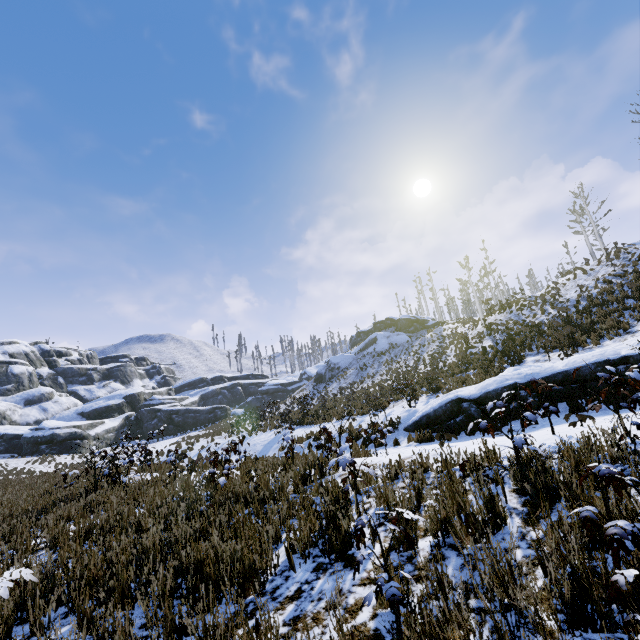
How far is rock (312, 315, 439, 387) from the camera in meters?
44.0 m

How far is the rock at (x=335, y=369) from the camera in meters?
44.0 m

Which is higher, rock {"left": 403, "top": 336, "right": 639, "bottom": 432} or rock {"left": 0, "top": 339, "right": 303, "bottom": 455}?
rock {"left": 0, "top": 339, "right": 303, "bottom": 455}

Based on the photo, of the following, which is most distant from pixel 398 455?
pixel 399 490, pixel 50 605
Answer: pixel 50 605

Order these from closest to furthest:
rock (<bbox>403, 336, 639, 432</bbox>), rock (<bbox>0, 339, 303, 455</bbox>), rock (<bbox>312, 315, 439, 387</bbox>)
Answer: rock (<bbox>403, 336, 639, 432</bbox>) < rock (<bbox>0, 339, 303, 455</bbox>) < rock (<bbox>312, 315, 439, 387</bbox>)

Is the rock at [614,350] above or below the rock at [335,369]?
below

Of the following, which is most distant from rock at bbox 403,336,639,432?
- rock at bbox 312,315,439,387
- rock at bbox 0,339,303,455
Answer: rock at bbox 0,339,303,455
